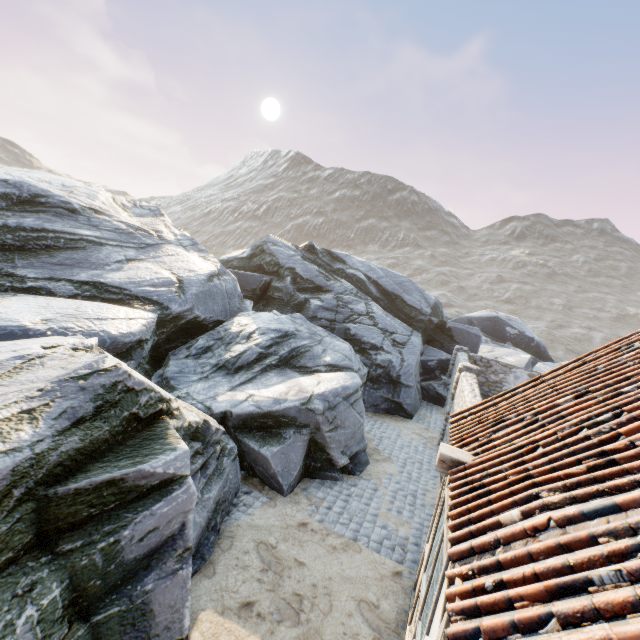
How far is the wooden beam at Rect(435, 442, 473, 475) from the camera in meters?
4.2 m

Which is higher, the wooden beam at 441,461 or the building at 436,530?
the wooden beam at 441,461

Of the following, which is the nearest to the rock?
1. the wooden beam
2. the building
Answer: the building

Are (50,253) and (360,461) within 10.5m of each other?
no

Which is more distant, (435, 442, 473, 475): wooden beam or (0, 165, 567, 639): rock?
(435, 442, 473, 475): wooden beam

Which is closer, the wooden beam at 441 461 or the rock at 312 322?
the rock at 312 322

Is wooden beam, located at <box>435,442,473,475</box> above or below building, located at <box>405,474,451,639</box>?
above
